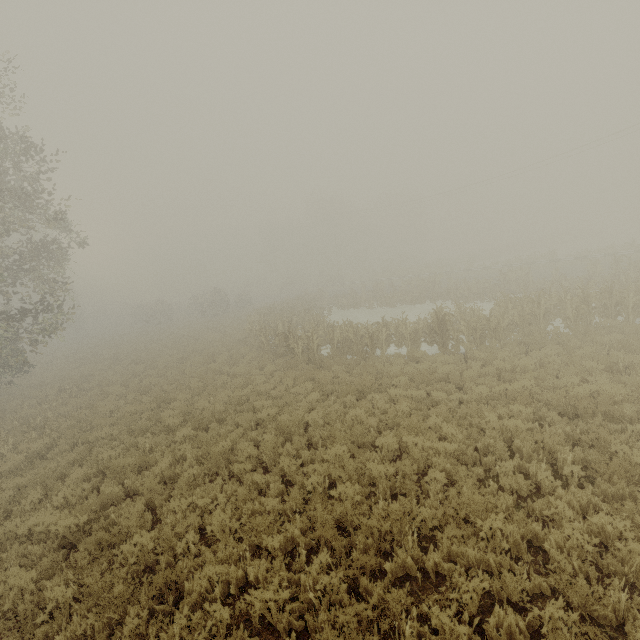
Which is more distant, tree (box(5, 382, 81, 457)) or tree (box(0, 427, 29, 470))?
tree (box(5, 382, 81, 457))

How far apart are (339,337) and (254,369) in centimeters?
459cm

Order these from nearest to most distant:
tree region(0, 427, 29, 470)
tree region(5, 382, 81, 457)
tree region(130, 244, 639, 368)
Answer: tree region(0, 427, 29, 470)
tree region(5, 382, 81, 457)
tree region(130, 244, 639, 368)

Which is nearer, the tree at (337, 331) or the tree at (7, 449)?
the tree at (7, 449)

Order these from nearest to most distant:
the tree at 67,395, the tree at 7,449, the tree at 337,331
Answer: the tree at 7,449, the tree at 67,395, the tree at 337,331

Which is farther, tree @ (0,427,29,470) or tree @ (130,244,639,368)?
tree @ (130,244,639,368)

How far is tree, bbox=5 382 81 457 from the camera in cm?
1122
